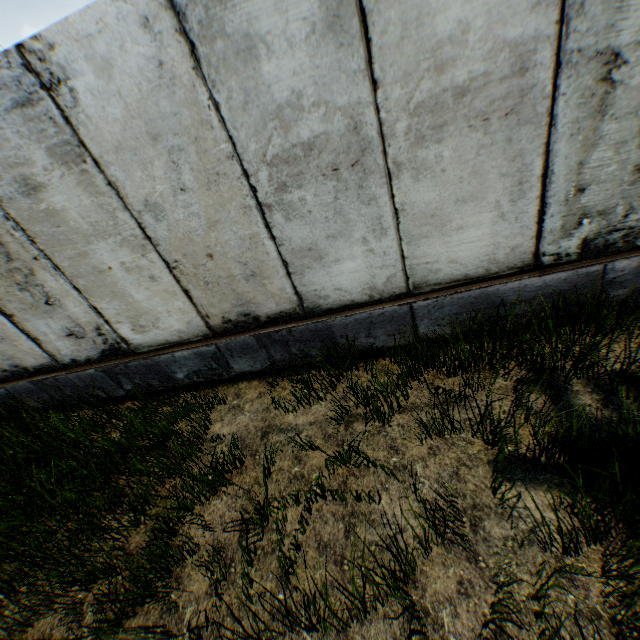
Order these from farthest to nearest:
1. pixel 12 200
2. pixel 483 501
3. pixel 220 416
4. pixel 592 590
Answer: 1. pixel 220 416
2. pixel 12 200
3. pixel 483 501
4. pixel 592 590
